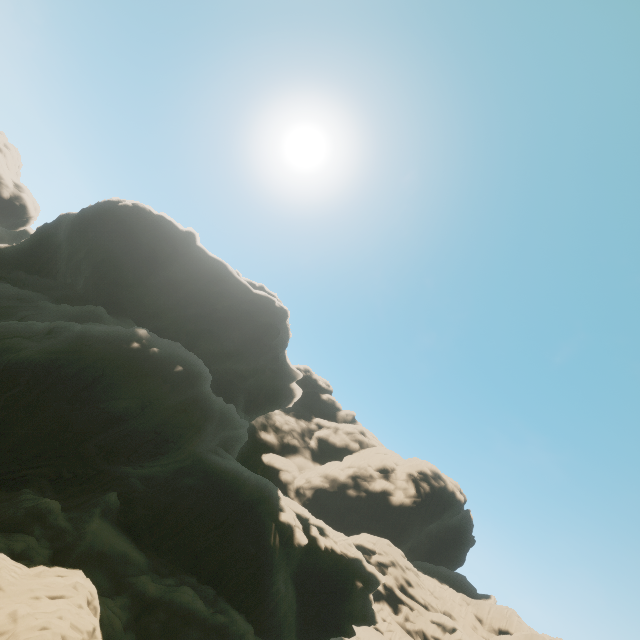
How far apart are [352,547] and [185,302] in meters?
39.5
